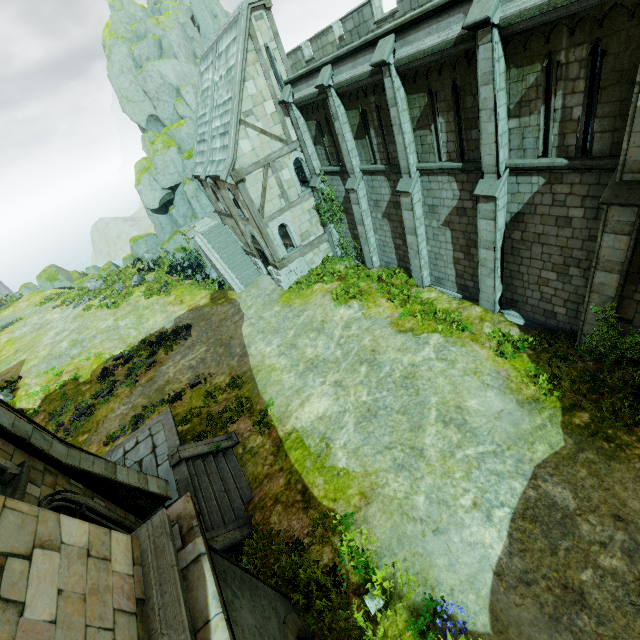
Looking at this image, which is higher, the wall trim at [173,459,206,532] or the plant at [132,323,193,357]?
the wall trim at [173,459,206,532]

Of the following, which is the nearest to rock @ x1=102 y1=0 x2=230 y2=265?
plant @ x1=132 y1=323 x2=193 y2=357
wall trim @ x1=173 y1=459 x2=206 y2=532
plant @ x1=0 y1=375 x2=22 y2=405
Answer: plant @ x1=132 y1=323 x2=193 y2=357

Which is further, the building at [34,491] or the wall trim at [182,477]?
the wall trim at [182,477]

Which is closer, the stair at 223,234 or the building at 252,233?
the building at 252,233

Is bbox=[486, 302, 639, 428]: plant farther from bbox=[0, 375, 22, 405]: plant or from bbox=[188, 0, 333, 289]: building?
bbox=[0, 375, 22, 405]: plant

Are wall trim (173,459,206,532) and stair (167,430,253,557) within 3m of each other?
yes

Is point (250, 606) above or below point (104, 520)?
above

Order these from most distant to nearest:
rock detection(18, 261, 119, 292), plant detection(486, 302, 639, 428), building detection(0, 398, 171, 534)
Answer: rock detection(18, 261, 119, 292), plant detection(486, 302, 639, 428), building detection(0, 398, 171, 534)
